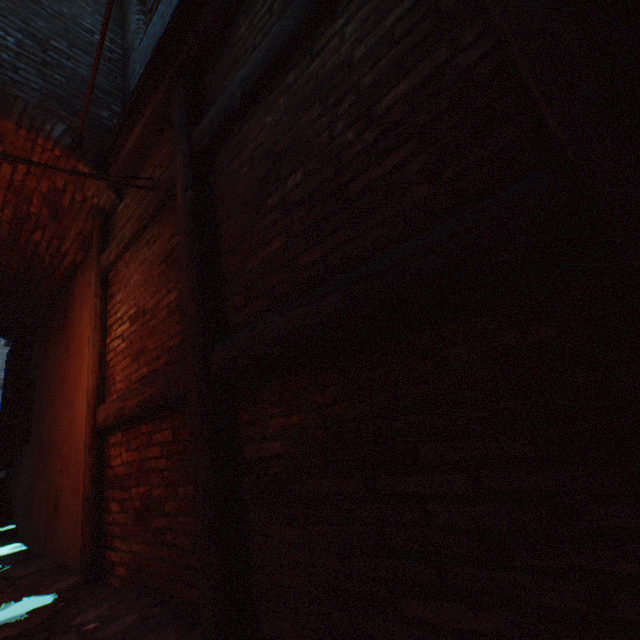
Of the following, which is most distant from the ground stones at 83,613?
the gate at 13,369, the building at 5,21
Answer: the gate at 13,369

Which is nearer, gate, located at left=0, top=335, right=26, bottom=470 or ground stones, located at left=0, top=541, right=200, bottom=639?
ground stones, located at left=0, top=541, right=200, bottom=639

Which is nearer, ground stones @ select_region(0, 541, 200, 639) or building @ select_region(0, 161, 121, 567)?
ground stones @ select_region(0, 541, 200, 639)

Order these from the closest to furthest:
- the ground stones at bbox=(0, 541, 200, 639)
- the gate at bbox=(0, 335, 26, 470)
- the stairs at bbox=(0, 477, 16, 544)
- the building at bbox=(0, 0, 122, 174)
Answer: the ground stones at bbox=(0, 541, 200, 639) → the building at bbox=(0, 0, 122, 174) → the stairs at bbox=(0, 477, 16, 544) → the gate at bbox=(0, 335, 26, 470)

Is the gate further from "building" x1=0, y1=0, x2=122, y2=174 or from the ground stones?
the ground stones

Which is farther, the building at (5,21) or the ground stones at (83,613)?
the building at (5,21)

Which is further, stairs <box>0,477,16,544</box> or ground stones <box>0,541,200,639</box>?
stairs <box>0,477,16,544</box>

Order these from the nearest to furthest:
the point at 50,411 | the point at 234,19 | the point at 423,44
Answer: the point at 423,44 < the point at 234,19 < the point at 50,411
